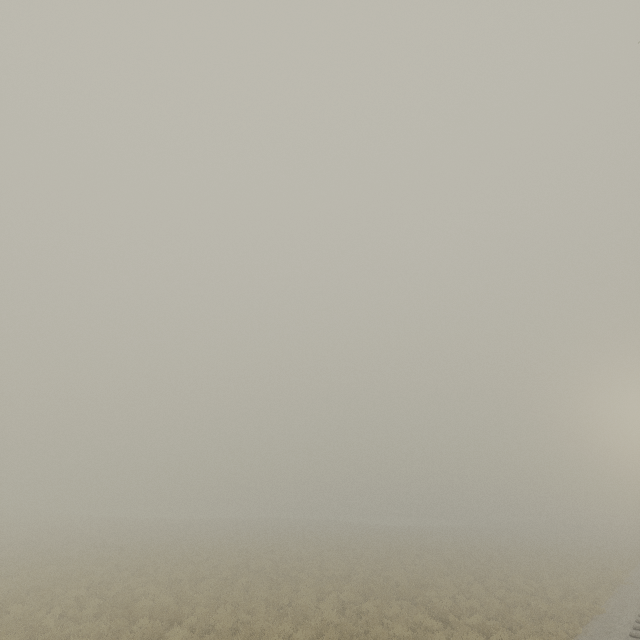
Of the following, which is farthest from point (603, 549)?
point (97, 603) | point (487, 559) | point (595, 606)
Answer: point (97, 603)
